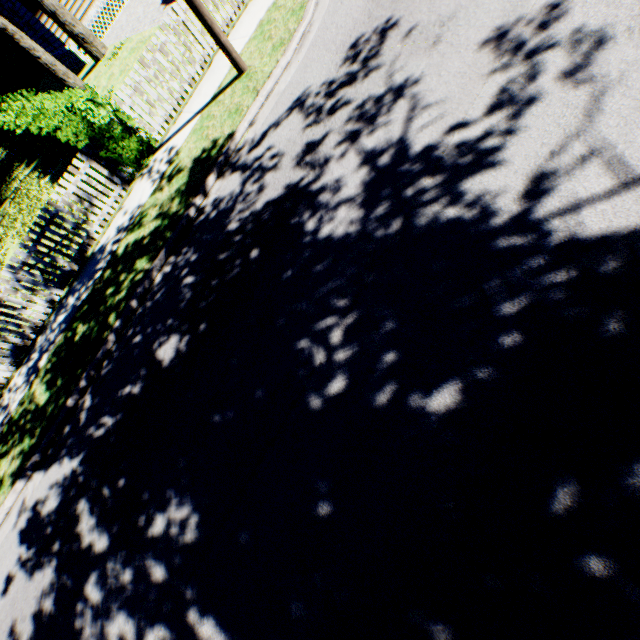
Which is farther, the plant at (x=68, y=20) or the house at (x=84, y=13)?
the house at (x=84, y=13)

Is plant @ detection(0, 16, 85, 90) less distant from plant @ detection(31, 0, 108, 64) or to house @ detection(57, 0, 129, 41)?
plant @ detection(31, 0, 108, 64)

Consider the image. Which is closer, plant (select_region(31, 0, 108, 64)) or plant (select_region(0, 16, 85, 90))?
plant (select_region(0, 16, 85, 90))

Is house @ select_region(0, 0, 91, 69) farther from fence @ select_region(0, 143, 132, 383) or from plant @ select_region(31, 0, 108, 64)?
fence @ select_region(0, 143, 132, 383)

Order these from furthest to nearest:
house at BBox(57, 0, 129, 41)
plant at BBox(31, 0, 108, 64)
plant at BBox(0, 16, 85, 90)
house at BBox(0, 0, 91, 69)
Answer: house at BBox(57, 0, 129, 41) < house at BBox(0, 0, 91, 69) < plant at BBox(31, 0, 108, 64) < plant at BBox(0, 16, 85, 90)

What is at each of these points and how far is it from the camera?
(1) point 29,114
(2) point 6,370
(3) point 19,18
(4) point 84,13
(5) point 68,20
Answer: (1) hedge, 9.55m
(2) fence, 8.24m
(3) house, 18.03m
(4) house, 17.59m
(5) plant, 15.48m

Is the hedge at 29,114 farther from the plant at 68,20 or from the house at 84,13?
the house at 84,13

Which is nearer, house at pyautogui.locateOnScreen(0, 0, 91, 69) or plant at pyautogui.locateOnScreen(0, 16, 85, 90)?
plant at pyautogui.locateOnScreen(0, 16, 85, 90)
